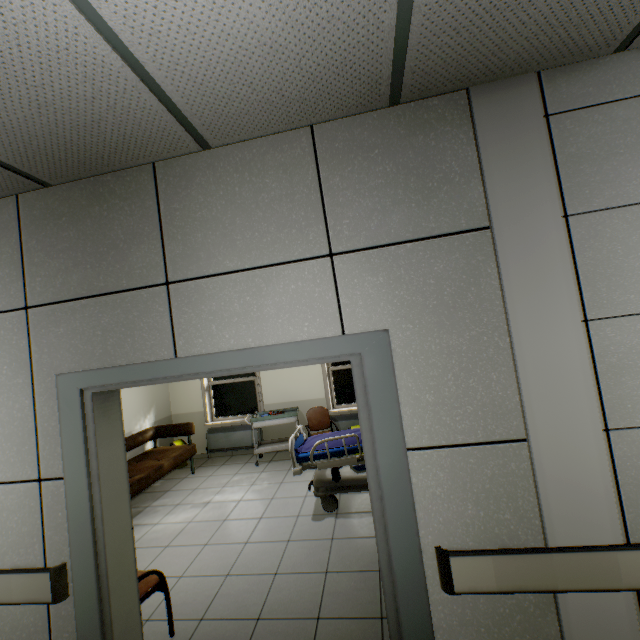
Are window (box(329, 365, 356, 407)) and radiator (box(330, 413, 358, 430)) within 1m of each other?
→ yes

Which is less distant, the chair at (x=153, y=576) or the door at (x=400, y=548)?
the door at (x=400, y=548)

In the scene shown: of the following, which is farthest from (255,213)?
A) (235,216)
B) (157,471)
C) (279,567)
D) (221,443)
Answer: (221,443)

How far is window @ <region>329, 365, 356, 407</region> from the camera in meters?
6.7 m

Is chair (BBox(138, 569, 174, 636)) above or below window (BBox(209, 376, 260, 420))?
below

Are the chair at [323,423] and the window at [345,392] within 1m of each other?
yes

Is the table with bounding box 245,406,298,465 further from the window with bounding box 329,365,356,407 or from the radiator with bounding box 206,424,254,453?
the window with bounding box 329,365,356,407

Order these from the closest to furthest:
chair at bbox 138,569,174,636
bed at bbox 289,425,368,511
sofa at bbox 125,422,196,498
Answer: chair at bbox 138,569,174,636 → bed at bbox 289,425,368,511 → sofa at bbox 125,422,196,498
